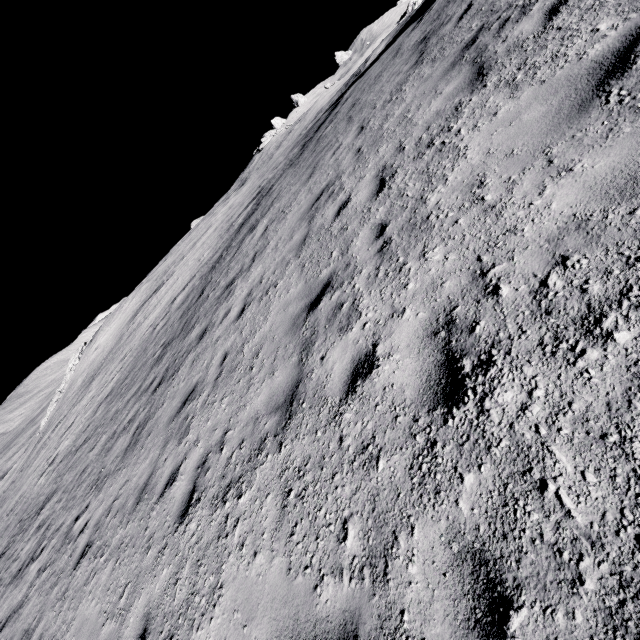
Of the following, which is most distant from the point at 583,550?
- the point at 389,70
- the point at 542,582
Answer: the point at 389,70
